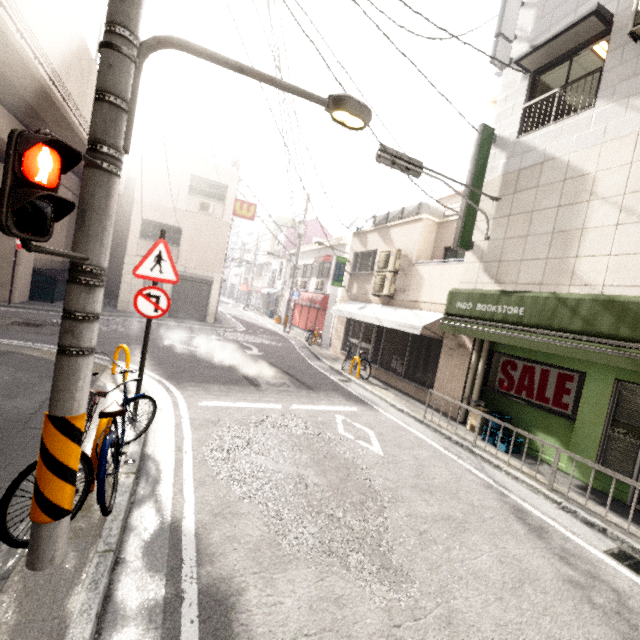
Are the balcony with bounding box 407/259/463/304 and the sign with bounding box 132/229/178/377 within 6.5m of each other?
no

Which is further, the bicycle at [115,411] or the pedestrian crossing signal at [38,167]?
the bicycle at [115,411]

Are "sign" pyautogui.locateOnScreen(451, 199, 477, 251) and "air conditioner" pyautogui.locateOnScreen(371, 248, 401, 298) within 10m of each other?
yes

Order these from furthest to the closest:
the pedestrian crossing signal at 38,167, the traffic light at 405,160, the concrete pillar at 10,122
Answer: the concrete pillar at 10,122, the traffic light at 405,160, the pedestrian crossing signal at 38,167

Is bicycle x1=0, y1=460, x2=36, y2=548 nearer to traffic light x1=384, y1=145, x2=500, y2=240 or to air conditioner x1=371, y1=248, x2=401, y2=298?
traffic light x1=384, y1=145, x2=500, y2=240

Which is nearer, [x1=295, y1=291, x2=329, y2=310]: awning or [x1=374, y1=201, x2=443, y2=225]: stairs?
[x1=374, y1=201, x2=443, y2=225]: stairs

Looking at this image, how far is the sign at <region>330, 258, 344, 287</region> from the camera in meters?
15.1 m

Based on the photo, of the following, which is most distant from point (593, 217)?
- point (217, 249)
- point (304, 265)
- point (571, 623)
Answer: point (304, 265)
